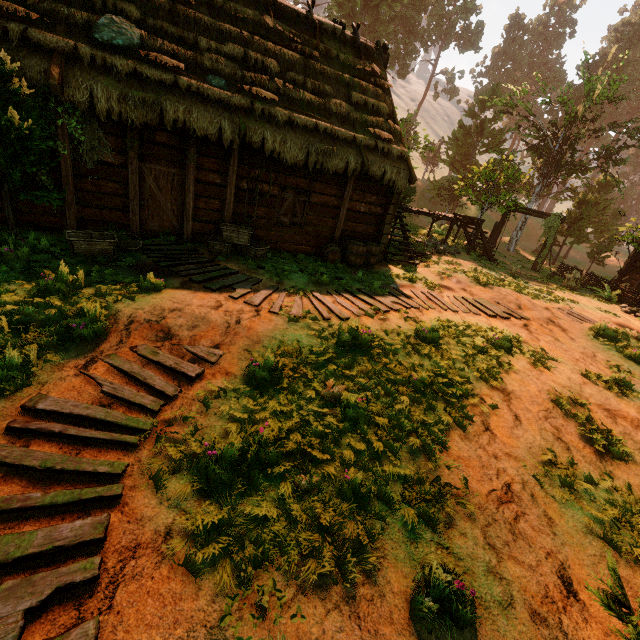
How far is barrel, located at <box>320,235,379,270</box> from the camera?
11.17m

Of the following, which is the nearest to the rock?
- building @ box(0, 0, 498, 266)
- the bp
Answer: building @ box(0, 0, 498, 266)

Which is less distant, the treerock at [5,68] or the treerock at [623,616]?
the treerock at [623,616]

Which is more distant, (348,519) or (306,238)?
(306,238)

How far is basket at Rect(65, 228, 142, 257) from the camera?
7.1 meters

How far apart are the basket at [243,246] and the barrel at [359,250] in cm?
190

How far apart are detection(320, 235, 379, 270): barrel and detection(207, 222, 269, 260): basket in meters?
1.9 m

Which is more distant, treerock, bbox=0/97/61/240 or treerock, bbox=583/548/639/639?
treerock, bbox=0/97/61/240
